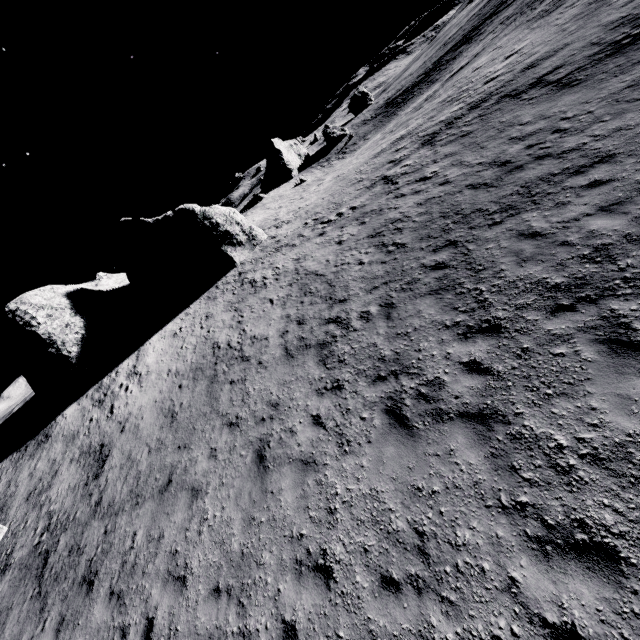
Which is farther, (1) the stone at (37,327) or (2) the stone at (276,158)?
(2) the stone at (276,158)

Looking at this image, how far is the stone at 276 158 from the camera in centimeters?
5834cm

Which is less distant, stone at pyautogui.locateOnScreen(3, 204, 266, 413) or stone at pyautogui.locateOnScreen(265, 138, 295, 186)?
stone at pyautogui.locateOnScreen(3, 204, 266, 413)

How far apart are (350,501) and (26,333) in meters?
23.5

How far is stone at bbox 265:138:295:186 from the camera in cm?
5834
